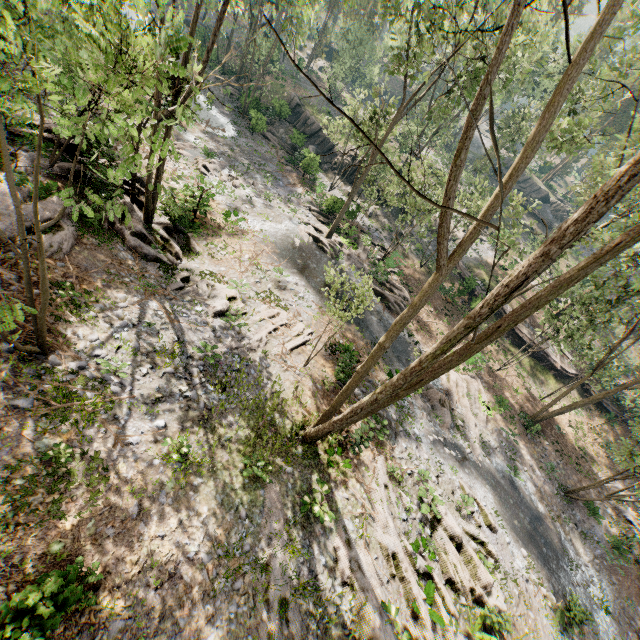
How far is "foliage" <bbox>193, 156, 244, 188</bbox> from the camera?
24.55m

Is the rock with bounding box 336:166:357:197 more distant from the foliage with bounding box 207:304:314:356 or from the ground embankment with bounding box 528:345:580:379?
the ground embankment with bounding box 528:345:580:379

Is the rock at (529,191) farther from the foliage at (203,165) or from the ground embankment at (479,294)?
the ground embankment at (479,294)

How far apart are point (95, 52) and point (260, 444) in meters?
11.0

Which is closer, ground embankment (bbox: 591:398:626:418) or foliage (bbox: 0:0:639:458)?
foliage (bbox: 0:0:639:458)

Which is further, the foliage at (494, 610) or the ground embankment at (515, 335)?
the ground embankment at (515, 335)

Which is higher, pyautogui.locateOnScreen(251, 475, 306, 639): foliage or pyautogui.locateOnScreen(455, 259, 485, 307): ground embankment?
pyautogui.locateOnScreen(251, 475, 306, 639): foliage

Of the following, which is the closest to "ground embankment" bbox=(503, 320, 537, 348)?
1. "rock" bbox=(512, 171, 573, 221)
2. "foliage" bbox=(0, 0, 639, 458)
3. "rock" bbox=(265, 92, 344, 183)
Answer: "foliage" bbox=(0, 0, 639, 458)
